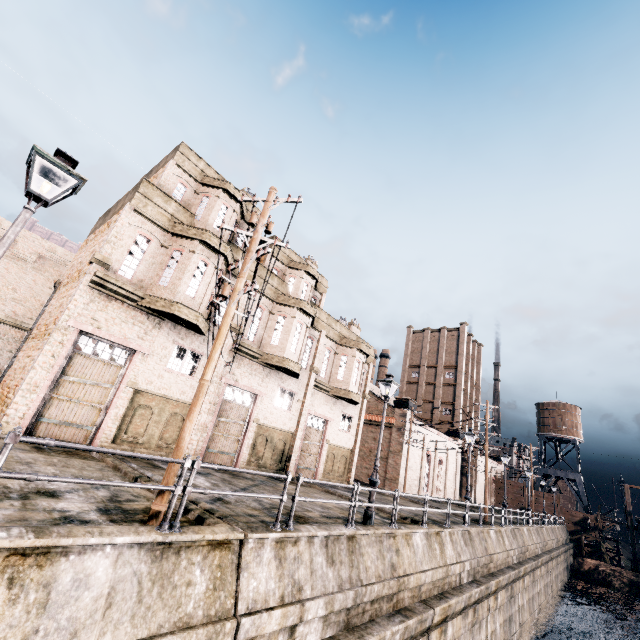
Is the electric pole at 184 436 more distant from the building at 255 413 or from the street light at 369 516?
the street light at 369 516

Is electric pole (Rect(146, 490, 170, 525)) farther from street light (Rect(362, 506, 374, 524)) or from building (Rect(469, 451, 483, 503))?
street light (Rect(362, 506, 374, 524))

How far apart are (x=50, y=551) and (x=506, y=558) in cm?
2738

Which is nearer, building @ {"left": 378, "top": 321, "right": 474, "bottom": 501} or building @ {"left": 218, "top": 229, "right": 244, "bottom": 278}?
building @ {"left": 218, "top": 229, "right": 244, "bottom": 278}

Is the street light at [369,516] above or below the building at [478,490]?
below

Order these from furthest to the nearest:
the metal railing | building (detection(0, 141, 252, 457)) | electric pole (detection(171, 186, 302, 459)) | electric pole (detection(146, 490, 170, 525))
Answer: building (detection(0, 141, 252, 457)) < electric pole (detection(171, 186, 302, 459)) < electric pole (detection(146, 490, 170, 525)) < the metal railing

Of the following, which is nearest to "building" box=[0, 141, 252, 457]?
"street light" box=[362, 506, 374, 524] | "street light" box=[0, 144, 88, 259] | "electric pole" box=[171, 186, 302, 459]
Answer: "electric pole" box=[171, 186, 302, 459]
